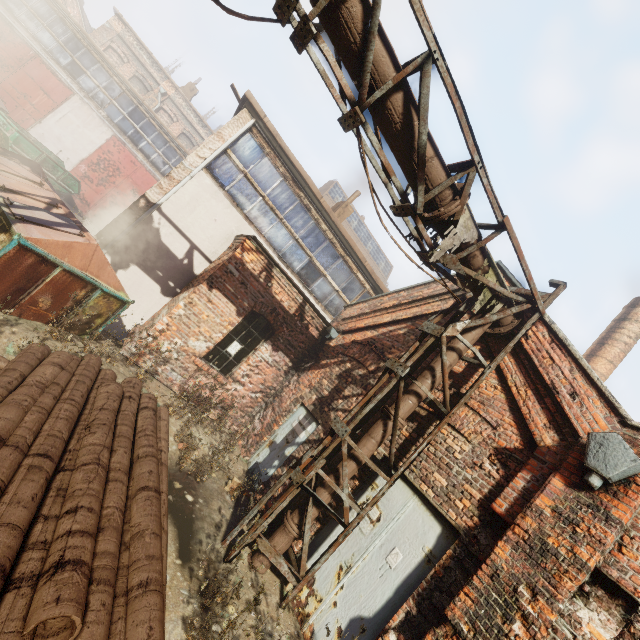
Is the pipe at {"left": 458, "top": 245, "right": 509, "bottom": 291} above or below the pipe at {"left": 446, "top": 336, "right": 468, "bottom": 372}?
above

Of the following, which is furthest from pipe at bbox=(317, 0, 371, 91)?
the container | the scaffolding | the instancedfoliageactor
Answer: the container

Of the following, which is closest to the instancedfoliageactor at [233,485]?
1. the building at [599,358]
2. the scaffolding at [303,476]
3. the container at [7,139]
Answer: the scaffolding at [303,476]

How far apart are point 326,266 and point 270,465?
6.15m

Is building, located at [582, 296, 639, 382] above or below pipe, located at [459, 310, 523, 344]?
above

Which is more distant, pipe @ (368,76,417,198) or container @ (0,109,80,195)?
container @ (0,109,80,195)

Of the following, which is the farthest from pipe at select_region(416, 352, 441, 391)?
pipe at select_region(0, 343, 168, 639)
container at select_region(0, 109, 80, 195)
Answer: container at select_region(0, 109, 80, 195)

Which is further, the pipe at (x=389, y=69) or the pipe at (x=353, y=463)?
the pipe at (x=353, y=463)
